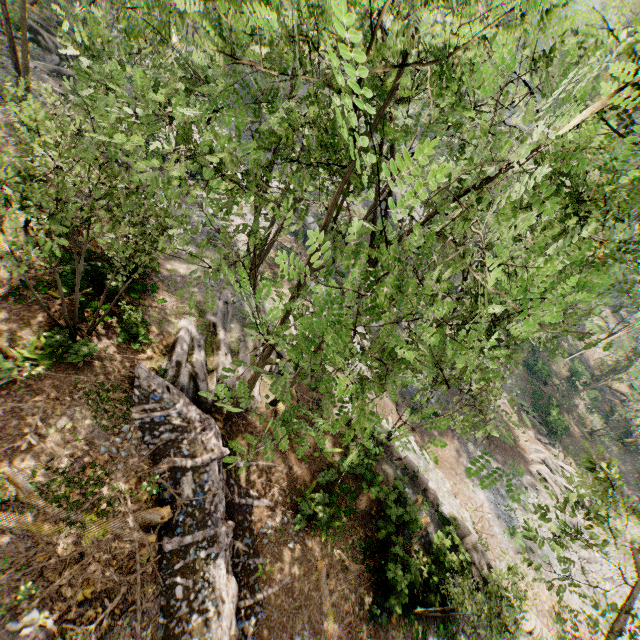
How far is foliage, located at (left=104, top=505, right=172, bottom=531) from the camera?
10.22m

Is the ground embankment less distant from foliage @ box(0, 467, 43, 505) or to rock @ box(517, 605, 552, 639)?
foliage @ box(0, 467, 43, 505)

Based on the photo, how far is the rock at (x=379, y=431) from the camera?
16.6 meters

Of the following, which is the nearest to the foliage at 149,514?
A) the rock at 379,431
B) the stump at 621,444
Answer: the rock at 379,431

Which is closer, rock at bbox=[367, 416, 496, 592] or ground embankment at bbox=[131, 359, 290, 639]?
ground embankment at bbox=[131, 359, 290, 639]

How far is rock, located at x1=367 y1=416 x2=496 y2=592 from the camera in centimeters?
1664cm

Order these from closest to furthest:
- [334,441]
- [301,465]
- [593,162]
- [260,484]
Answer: [593,162], [260,484], [301,465], [334,441]
